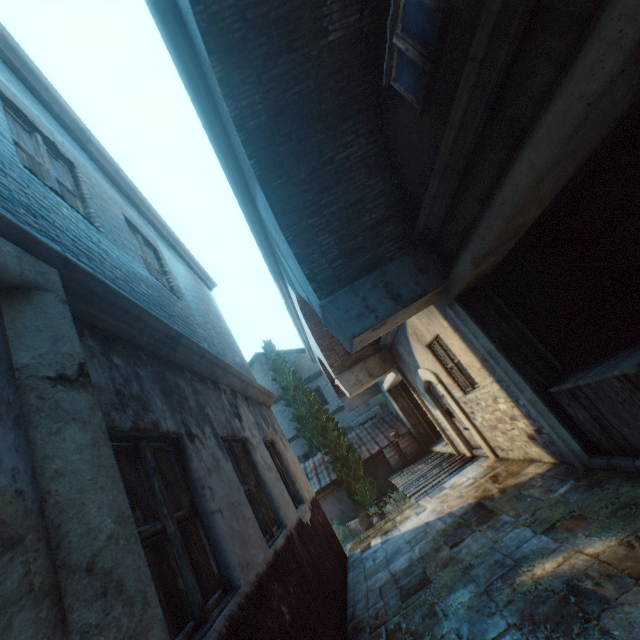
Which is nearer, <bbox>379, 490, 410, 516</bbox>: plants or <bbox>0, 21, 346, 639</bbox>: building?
<bbox>0, 21, 346, 639</bbox>: building

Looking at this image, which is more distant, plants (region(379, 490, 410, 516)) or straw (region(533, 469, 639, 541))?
plants (region(379, 490, 410, 516))

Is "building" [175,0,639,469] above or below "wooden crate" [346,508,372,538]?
above

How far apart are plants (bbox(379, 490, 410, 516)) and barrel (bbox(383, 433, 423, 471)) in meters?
1.3 m

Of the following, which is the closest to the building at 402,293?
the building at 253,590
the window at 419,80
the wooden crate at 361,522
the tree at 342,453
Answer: the window at 419,80

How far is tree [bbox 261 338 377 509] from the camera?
12.9m

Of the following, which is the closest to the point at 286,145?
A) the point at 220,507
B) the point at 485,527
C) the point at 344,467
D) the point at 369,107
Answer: the point at 369,107

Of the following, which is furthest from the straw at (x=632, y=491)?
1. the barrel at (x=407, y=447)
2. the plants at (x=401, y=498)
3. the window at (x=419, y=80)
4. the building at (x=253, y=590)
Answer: the barrel at (x=407, y=447)
